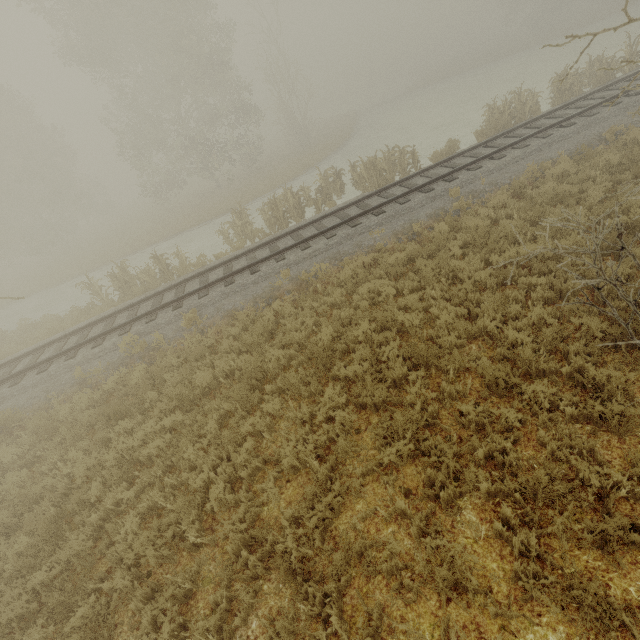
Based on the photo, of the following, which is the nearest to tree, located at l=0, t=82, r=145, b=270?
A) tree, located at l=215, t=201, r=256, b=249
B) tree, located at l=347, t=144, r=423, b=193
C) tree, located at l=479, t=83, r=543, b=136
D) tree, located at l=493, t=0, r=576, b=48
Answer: tree, located at l=215, t=201, r=256, b=249

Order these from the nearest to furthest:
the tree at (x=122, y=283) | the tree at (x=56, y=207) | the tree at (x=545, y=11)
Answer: the tree at (x=122, y=283)
the tree at (x=56, y=207)
the tree at (x=545, y=11)

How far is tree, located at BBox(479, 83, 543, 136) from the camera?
15.1 meters

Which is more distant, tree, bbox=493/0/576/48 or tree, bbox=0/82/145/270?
tree, bbox=493/0/576/48

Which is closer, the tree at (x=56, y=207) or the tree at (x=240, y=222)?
the tree at (x=240, y=222)

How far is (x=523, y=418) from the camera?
4.71m

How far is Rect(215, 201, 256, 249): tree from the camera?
15.77m
